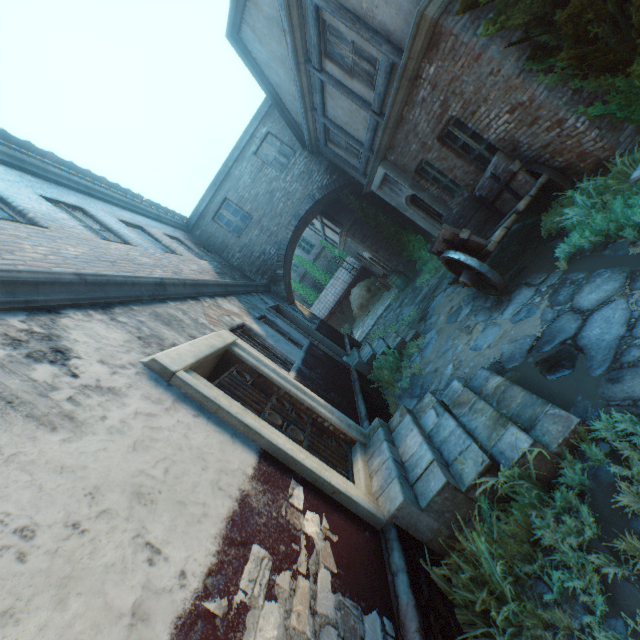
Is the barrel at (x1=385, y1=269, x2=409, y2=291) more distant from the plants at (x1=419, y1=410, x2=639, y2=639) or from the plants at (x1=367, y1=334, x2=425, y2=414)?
the plants at (x1=419, y1=410, x2=639, y2=639)

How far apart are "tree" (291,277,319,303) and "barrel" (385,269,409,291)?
10.8 meters

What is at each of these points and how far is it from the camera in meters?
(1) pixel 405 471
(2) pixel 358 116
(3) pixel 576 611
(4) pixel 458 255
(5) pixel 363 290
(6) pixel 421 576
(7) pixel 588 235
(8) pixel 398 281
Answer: (1) stairs, 3.8 m
(2) building, 8.1 m
(3) ground stones, 2.2 m
(4) cart, 5.9 m
(5) straw pile, 20.1 m
(6) building, 2.7 m
(7) plants, 4.7 m
(8) barrel, 14.8 m

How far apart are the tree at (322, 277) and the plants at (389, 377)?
16.9m

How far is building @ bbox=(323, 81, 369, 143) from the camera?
7.9 meters

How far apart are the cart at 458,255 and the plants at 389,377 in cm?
192

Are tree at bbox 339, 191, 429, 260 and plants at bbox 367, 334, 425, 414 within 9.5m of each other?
yes

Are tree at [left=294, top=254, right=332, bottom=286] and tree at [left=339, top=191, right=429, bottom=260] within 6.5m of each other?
no
